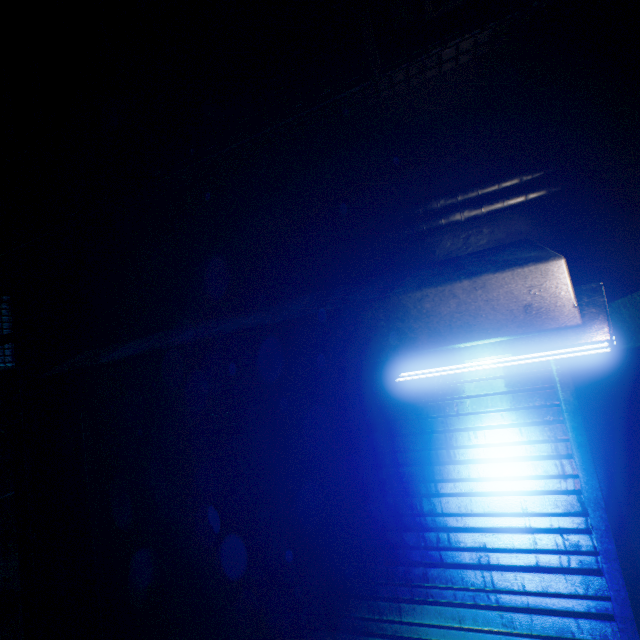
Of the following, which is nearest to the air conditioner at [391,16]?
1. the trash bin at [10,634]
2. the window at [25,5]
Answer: the window at [25,5]

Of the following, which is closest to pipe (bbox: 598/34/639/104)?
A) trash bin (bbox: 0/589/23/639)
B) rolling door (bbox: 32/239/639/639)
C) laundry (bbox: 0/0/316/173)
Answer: rolling door (bbox: 32/239/639/639)

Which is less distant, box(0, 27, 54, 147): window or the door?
the door

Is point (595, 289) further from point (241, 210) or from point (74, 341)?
point (74, 341)

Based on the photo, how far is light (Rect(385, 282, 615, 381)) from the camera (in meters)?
1.32

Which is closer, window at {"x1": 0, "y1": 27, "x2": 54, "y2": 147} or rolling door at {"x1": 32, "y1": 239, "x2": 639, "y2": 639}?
rolling door at {"x1": 32, "y1": 239, "x2": 639, "y2": 639}

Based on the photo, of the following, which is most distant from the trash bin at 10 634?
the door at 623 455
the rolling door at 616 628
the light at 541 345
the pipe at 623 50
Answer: the door at 623 455

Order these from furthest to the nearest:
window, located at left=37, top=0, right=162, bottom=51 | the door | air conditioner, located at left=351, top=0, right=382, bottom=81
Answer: window, located at left=37, top=0, right=162, bottom=51, the door, air conditioner, located at left=351, top=0, right=382, bottom=81
